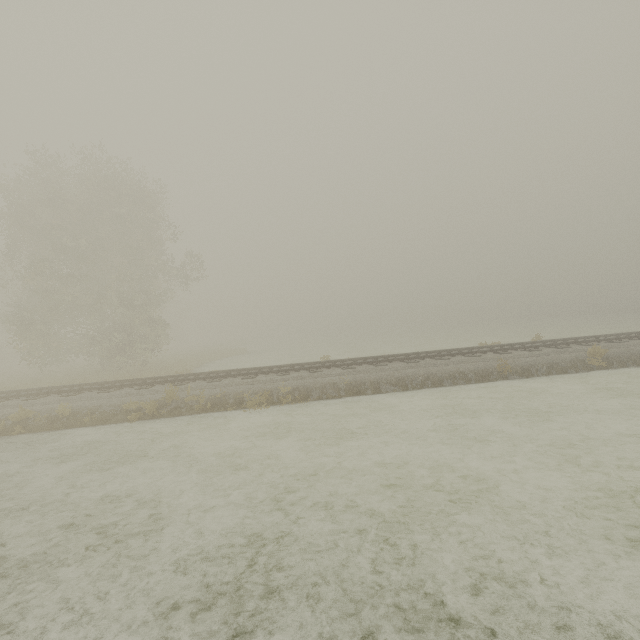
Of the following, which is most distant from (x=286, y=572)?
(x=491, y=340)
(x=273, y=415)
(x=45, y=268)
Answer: (x=491, y=340)
